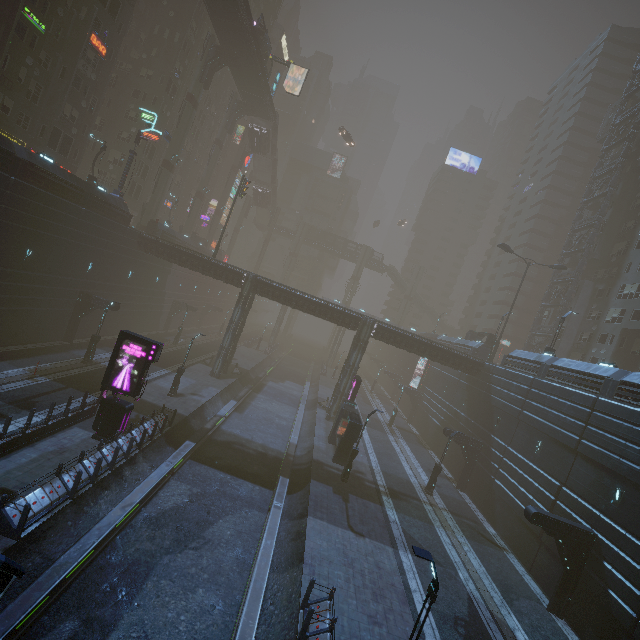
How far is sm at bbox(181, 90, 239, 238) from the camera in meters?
51.7 m

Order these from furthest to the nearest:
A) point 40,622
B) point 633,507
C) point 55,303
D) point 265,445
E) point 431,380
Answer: point 431,380, point 55,303, point 265,445, point 633,507, point 40,622

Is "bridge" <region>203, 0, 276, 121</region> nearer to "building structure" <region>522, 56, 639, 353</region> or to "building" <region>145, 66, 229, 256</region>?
"building" <region>145, 66, 229, 256</region>

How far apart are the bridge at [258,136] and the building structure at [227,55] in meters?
14.1

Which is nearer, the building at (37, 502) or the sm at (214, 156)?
the building at (37, 502)

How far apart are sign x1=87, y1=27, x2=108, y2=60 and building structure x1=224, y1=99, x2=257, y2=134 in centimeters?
1918cm

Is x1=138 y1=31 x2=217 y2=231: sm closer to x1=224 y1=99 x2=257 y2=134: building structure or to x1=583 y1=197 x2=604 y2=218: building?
x1=583 y1=197 x2=604 y2=218: building

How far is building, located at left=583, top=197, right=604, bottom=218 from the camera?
44.5m
